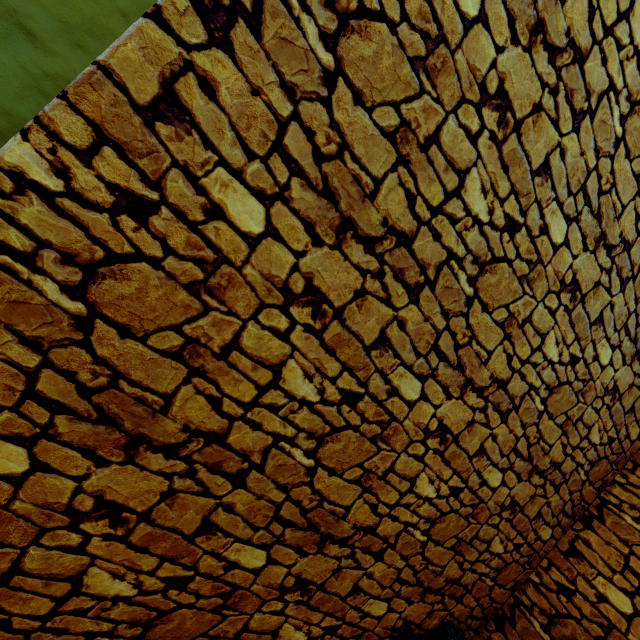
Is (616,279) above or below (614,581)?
above
